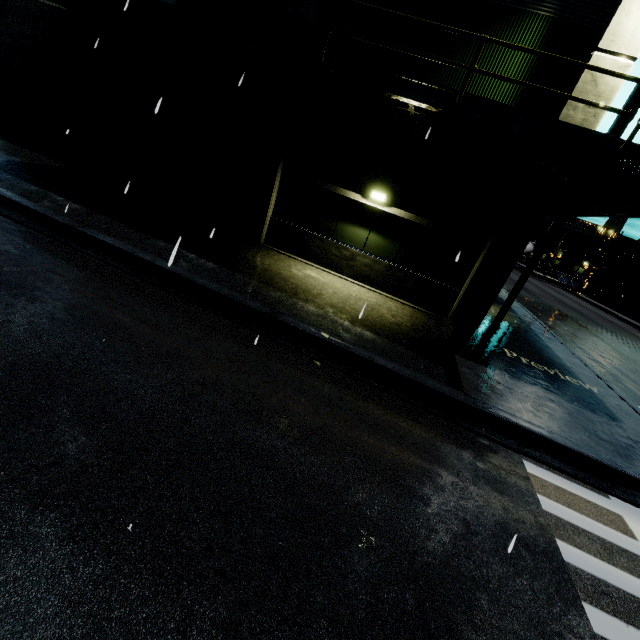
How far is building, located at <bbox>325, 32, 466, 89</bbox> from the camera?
8.78m

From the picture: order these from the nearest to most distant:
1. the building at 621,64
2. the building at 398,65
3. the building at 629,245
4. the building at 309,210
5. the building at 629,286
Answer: the building at 621,64, the building at 398,65, the building at 309,210, the building at 629,286, the building at 629,245

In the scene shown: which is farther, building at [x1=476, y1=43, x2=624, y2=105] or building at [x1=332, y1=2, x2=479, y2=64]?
building at [x1=332, y1=2, x2=479, y2=64]

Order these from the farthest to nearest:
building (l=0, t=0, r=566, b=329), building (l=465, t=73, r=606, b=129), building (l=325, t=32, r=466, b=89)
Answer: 1. building (l=0, t=0, r=566, b=329)
2. building (l=325, t=32, r=466, b=89)
3. building (l=465, t=73, r=606, b=129)

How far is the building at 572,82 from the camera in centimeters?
784cm

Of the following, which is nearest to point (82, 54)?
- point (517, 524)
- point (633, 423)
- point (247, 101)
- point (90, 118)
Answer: point (90, 118)
